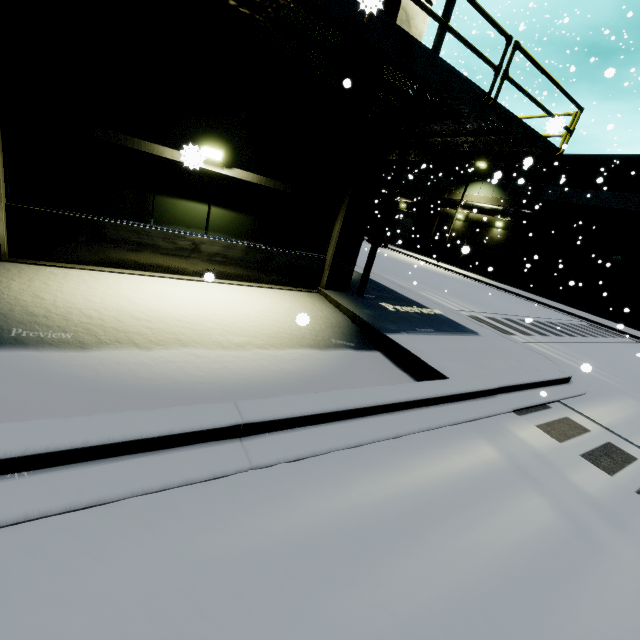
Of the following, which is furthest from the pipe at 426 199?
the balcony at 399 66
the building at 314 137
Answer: the balcony at 399 66

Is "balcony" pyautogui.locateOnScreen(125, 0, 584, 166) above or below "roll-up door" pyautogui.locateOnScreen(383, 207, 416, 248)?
above

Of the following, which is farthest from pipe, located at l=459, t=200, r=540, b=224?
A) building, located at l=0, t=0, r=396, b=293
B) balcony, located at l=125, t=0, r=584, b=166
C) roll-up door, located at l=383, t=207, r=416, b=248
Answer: balcony, located at l=125, t=0, r=584, b=166

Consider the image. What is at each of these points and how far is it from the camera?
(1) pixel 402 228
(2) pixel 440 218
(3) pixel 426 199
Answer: (1) roll-up door, 40.2 meters
(2) building, 35.2 meters
(3) pipe, 35.1 meters

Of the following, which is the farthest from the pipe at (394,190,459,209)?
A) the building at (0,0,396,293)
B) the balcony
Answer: the balcony

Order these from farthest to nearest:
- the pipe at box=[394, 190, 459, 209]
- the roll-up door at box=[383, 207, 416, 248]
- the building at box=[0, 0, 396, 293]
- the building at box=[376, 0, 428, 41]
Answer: the roll-up door at box=[383, 207, 416, 248]
the pipe at box=[394, 190, 459, 209]
the building at box=[376, 0, 428, 41]
the building at box=[0, 0, 396, 293]

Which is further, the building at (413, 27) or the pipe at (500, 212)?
the pipe at (500, 212)
